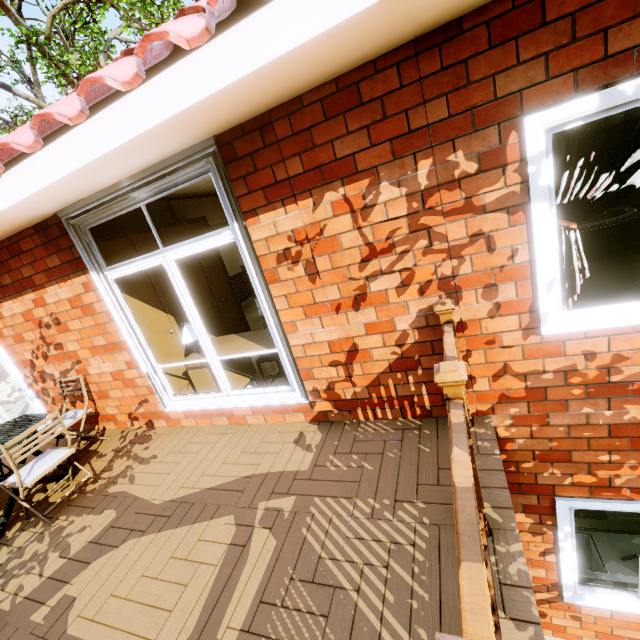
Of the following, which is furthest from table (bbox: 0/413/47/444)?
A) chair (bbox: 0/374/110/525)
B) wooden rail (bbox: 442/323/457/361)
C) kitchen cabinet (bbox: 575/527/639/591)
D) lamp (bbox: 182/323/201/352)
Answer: kitchen cabinet (bbox: 575/527/639/591)

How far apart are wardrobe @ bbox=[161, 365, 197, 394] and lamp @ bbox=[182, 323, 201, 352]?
0.39m

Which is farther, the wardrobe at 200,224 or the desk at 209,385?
the wardrobe at 200,224

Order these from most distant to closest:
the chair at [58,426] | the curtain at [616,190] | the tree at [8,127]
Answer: the tree at [8,127]
the chair at [58,426]
the curtain at [616,190]

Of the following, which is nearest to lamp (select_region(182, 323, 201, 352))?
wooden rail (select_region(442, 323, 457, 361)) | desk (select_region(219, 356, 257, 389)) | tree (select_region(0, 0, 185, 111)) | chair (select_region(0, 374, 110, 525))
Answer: desk (select_region(219, 356, 257, 389))

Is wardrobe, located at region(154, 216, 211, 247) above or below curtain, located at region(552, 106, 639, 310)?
above

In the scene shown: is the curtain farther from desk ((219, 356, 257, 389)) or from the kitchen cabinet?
the kitchen cabinet

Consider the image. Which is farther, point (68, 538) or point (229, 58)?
point (68, 538)
